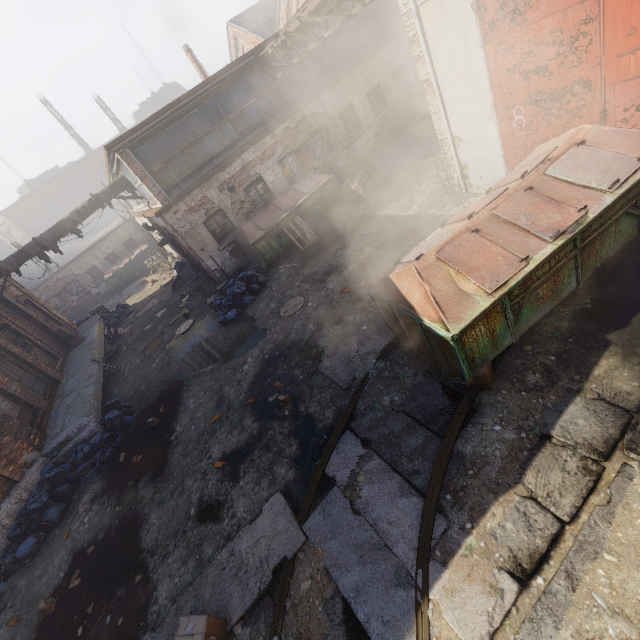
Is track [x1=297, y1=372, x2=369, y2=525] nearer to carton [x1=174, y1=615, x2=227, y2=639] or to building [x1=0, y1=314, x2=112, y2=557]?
carton [x1=174, y1=615, x2=227, y2=639]

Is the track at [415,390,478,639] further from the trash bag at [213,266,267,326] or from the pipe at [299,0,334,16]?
the pipe at [299,0,334,16]

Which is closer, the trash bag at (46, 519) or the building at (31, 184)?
the trash bag at (46, 519)

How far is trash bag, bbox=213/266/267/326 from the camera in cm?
1114

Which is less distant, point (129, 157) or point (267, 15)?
point (129, 157)

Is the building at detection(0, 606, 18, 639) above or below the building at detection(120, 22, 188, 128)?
below

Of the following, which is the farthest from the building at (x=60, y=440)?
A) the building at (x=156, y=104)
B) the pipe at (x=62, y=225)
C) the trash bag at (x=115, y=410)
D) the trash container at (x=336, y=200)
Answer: the building at (x=156, y=104)

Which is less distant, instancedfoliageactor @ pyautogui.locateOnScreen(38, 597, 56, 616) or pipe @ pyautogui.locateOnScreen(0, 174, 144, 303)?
instancedfoliageactor @ pyautogui.locateOnScreen(38, 597, 56, 616)
